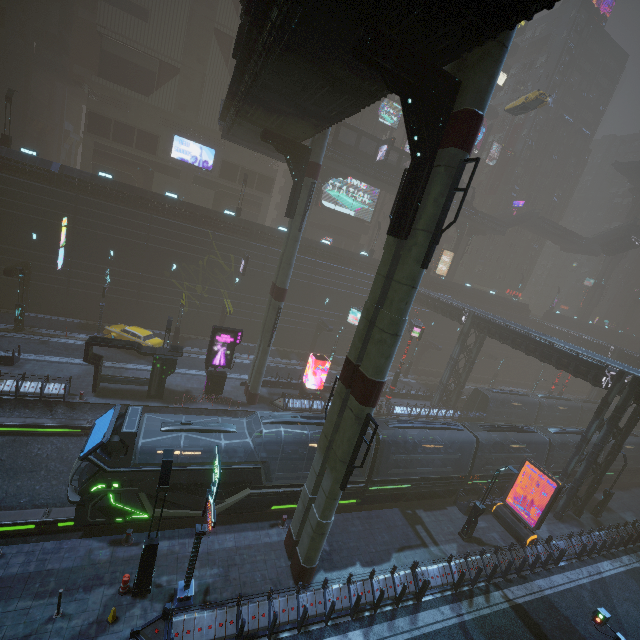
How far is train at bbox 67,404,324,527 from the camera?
13.1 meters

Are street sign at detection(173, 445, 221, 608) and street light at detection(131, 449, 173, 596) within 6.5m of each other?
yes

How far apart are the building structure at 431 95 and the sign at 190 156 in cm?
4146

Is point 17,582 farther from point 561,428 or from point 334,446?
point 561,428

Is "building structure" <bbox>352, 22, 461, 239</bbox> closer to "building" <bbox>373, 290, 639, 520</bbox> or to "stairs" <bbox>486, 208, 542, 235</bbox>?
"building" <bbox>373, 290, 639, 520</bbox>

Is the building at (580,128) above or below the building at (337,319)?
above

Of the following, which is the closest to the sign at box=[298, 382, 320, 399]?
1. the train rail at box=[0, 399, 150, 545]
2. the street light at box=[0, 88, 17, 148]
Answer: the train rail at box=[0, 399, 150, 545]

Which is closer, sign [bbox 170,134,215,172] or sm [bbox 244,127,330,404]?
sm [bbox 244,127,330,404]
